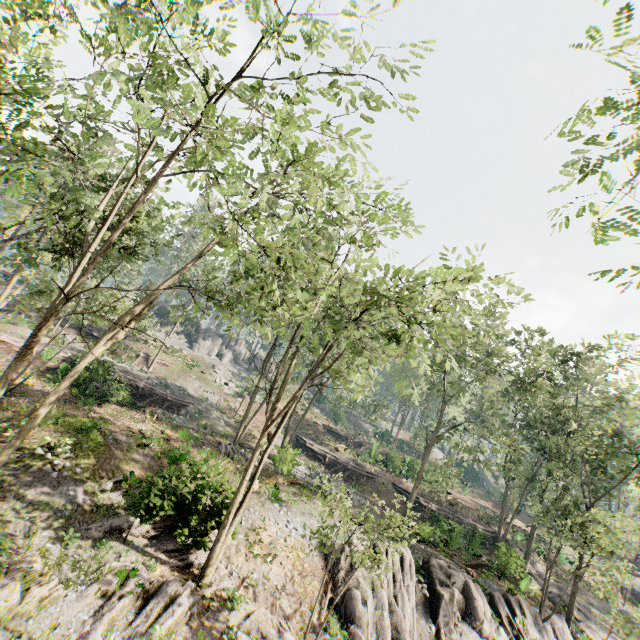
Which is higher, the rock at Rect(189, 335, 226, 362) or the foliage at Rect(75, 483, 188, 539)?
the rock at Rect(189, 335, 226, 362)

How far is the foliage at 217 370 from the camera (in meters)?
45.72

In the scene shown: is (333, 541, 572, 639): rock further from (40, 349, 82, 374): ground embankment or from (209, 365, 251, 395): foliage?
(40, 349, 82, 374): ground embankment

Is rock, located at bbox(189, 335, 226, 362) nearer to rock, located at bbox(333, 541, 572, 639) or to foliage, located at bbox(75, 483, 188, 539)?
foliage, located at bbox(75, 483, 188, 539)

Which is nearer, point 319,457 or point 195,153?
point 195,153

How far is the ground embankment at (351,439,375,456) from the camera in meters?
41.4

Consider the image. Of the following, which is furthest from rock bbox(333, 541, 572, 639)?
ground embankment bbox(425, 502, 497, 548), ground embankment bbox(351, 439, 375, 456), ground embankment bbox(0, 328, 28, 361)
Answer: ground embankment bbox(351, 439, 375, 456)

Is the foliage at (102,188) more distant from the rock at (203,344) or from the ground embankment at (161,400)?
the ground embankment at (161,400)
